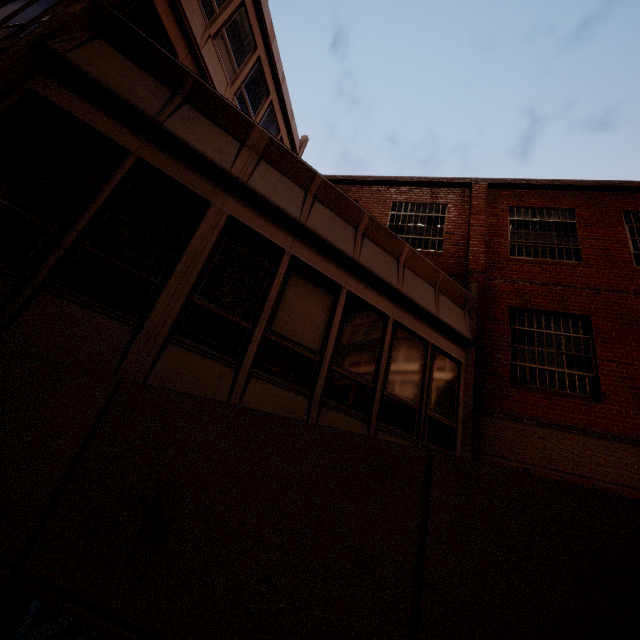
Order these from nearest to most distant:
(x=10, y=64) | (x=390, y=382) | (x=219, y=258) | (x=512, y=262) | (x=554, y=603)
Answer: (x=554, y=603) < (x=10, y=64) < (x=219, y=258) < (x=390, y=382) < (x=512, y=262)
